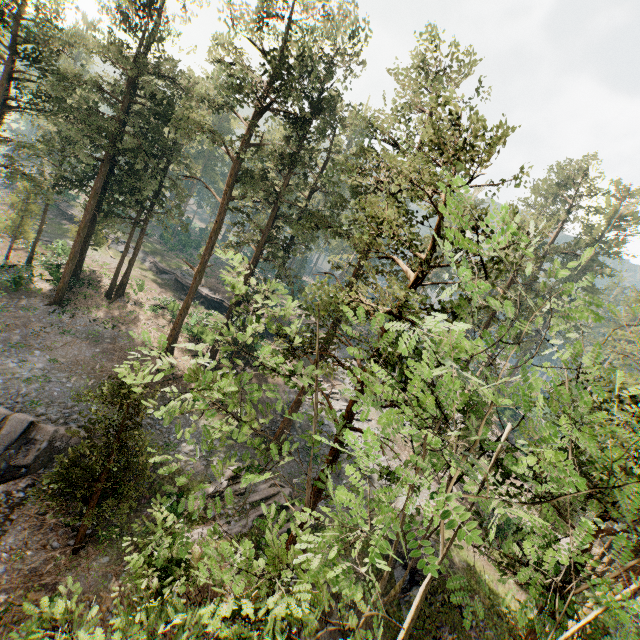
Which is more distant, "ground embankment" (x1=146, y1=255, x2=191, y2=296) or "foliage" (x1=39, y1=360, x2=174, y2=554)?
"ground embankment" (x1=146, y1=255, x2=191, y2=296)

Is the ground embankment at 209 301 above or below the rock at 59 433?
above

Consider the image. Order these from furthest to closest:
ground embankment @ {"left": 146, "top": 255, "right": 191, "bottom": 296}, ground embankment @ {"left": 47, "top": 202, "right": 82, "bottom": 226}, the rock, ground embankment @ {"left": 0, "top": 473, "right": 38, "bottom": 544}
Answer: ground embankment @ {"left": 47, "top": 202, "right": 82, "bottom": 226}, ground embankment @ {"left": 146, "top": 255, "right": 191, "bottom": 296}, the rock, ground embankment @ {"left": 0, "top": 473, "right": 38, "bottom": 544}

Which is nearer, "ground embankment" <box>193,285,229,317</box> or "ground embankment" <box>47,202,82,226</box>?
"ground embankment" <box>193,285,229,317</box>

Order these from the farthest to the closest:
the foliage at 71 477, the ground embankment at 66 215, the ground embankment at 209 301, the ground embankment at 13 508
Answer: the ground embankment at 66 215 < the ground embankment at 209 301 < the ground embankment at 13 508 < the foliage at 71 477

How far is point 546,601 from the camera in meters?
9.4 m
